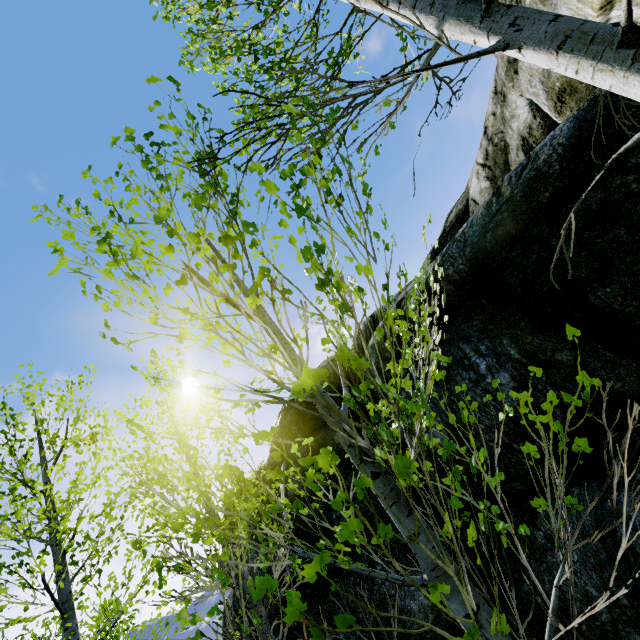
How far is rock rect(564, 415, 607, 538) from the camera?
2.77m

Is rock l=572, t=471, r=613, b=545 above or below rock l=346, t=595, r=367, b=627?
below

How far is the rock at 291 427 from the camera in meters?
5.6 m

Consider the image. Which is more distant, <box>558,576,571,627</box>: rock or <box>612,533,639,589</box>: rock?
<box>558,576,571,627</box>: rock

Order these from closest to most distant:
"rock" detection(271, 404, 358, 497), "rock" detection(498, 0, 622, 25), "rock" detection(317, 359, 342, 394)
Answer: "rock" detection(498, 0, 622, 25) < "rock" detection(271, 404, 358, 497) < "rock" detection(317, 359, 342, 394)

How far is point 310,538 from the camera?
5.05m

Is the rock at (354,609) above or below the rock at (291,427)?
below
